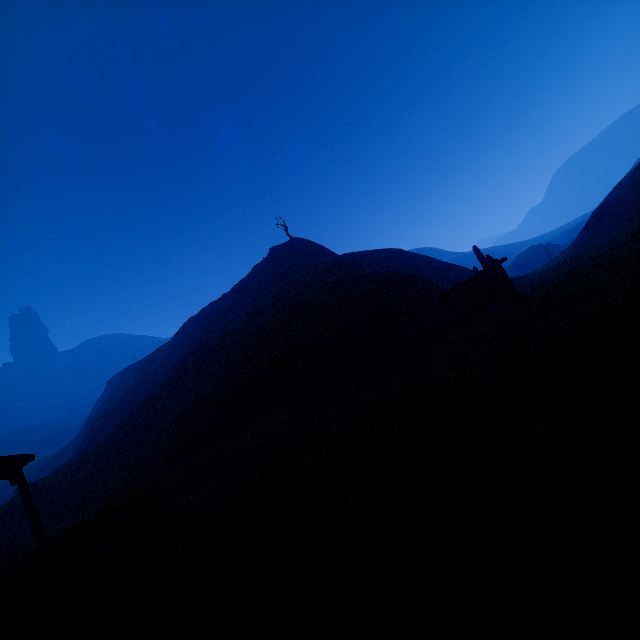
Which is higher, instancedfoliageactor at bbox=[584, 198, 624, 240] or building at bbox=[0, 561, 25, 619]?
instancedfoliageactor at bbox=[584, 198, 624, 240]

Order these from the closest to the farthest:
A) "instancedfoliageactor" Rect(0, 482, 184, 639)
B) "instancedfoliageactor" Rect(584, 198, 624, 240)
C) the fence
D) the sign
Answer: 1. "instancedfoliageactor" Rect(0, 482, 184, 639)
2. the sign
3. the fence
4. "instancedfoliageactor" Rect(584, 198, 624, 240)

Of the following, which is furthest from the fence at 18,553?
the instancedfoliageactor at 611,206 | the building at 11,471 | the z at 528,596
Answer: the instancedfoliageactor at 611,206

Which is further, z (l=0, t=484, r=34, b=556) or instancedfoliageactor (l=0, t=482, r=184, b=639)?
z (l=0, t=484, r=34, b=556)

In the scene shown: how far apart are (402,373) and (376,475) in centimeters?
885cm

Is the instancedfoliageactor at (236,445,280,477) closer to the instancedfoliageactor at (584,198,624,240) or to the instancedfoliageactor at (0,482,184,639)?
the instancedfoliageactor at (0,482,184,639)

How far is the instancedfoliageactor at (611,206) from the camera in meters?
31.9

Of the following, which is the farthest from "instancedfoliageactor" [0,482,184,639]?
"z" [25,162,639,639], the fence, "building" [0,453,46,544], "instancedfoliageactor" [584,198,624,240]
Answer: "instancedfoliageactor" [584,198,624,240]
